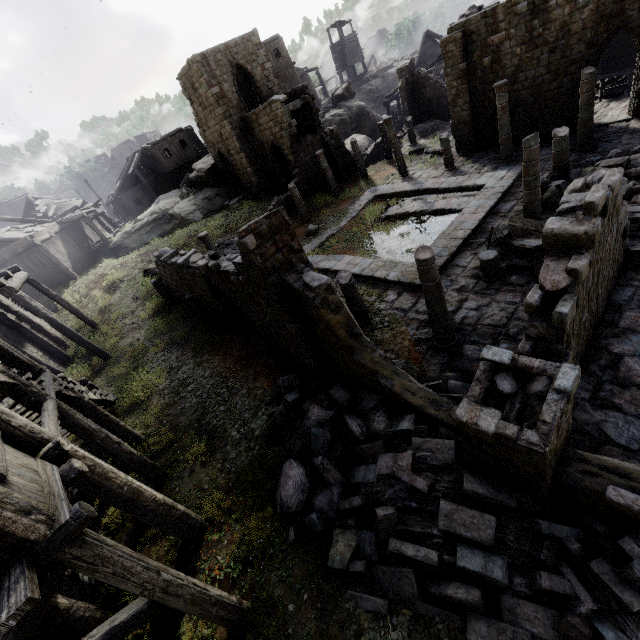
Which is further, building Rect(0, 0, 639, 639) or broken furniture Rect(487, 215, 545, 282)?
broken furniture Rect(487, 215, 545, 282)

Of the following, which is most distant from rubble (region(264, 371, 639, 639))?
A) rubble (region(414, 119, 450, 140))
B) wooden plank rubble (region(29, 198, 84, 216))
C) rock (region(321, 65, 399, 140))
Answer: wooden plank rubble (region(29, 198, 84, 216))

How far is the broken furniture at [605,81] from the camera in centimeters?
1795cm

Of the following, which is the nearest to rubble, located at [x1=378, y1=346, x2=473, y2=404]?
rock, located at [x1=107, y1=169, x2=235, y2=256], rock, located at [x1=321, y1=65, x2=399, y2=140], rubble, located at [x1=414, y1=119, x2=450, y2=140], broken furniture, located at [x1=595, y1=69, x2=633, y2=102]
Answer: rock, located at [x1=107, y1=169, x2=235, y2=256]

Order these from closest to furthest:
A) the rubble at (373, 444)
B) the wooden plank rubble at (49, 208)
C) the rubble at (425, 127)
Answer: the rubble at (373, 444) < the rubble at (425, 127) < the wooden plank rubble at (49, 208)

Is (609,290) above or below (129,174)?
below

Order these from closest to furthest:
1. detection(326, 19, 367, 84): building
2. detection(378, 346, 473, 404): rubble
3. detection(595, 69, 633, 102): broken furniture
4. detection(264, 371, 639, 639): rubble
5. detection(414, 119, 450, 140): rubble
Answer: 1. detection(264, 371, 639, 639): rubble
2. detection(378, 346, 473, 404): rubble
3. detection(595, 69, 633, 102): broken furniture
4. detection(414, 119, 450, 140): rubble
5. detection(326, 19, 367, 84): building

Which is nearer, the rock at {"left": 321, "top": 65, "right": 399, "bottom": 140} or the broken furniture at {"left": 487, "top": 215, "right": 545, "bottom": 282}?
the broken furniture at {"left": 487, "top": 215, "right": 545, "bottom": 282}
